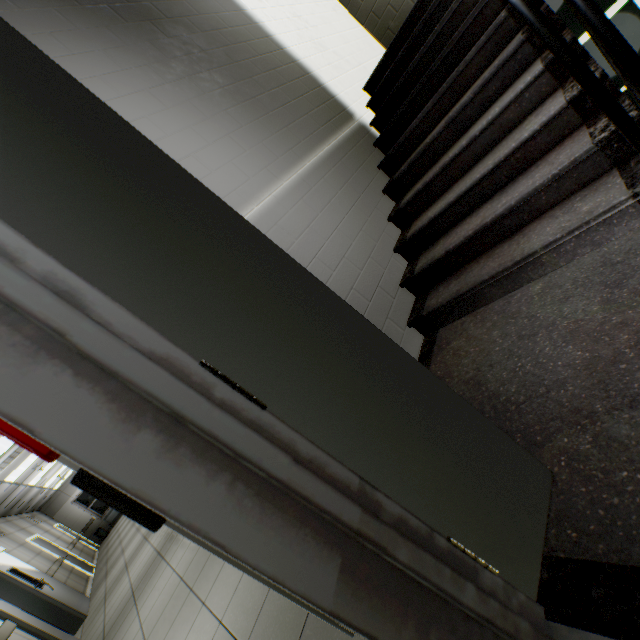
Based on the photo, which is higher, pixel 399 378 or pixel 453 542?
pixel 399 378

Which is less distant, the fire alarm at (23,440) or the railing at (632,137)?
the fire alarm at (23,440)

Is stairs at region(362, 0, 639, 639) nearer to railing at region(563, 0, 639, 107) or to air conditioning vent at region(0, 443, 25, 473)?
railing at region(563, 0, 639, 107)

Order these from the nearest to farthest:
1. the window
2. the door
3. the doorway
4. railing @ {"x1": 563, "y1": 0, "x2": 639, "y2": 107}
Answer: the door → railing @ {"x1": 563, "y1": 0, "x2": 639, "y2": 107} → the doorway → the window

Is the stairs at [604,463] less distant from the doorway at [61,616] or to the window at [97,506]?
the doorway at [61,616]

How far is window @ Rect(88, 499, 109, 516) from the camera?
16.5m

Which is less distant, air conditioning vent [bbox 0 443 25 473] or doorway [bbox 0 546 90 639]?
doorway [bbox 0 546 90 639]

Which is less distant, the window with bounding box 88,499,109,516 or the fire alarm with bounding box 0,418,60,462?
the fire alarm with bounding box 0,418,60,462
